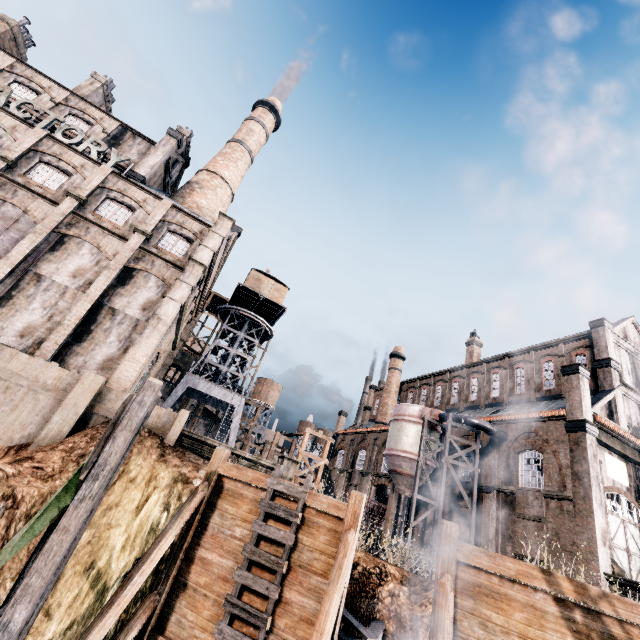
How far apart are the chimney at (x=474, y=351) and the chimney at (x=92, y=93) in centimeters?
5274cm

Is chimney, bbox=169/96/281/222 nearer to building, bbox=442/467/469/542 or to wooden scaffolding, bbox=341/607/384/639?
building, bbox=442/467/469/542

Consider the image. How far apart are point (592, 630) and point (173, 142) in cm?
3996

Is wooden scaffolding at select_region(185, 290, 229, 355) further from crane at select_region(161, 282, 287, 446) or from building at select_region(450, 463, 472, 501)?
crane at select_region(161, 282, 287, 446)

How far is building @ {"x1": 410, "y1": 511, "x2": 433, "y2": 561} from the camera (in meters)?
28.09

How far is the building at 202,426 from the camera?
47.9 meters

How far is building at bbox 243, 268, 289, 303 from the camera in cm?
3962

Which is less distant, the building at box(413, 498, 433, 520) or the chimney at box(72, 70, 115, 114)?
the building at box(413, 498, 433, 520)
